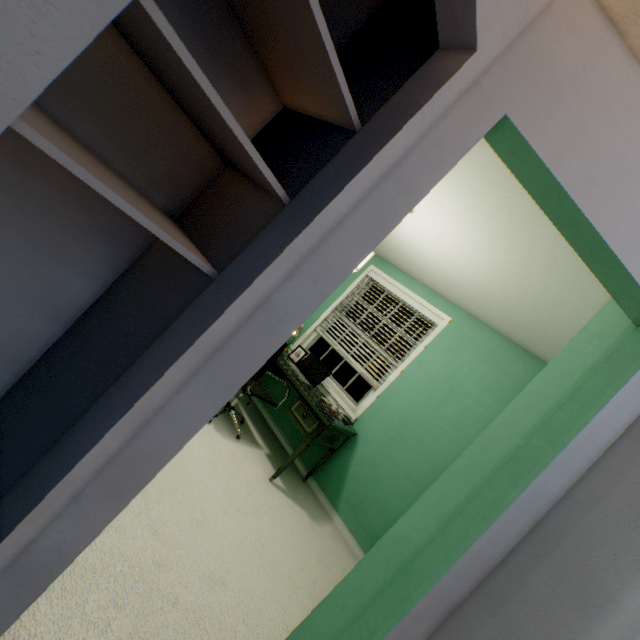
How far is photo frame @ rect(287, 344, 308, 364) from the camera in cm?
383

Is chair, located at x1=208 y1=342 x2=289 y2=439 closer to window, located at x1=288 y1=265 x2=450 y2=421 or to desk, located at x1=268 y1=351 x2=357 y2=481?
desk, located at x1=268 y1=351 x2=357 y2=481

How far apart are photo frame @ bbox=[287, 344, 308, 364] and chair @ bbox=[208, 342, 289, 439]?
0.52m

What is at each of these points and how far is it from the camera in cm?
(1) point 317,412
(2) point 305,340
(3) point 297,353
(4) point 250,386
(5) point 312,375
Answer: (1) desk, 287
(2) window, 425
(3) photo frame, 387
(4) chair, 277
(5) laptop, 355

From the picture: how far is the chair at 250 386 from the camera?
2.8m

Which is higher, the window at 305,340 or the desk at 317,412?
the window at 305,340

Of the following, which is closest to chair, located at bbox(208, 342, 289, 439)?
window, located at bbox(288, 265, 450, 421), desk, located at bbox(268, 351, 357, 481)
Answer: desk, located at bbox(268, 351, 357, 481)

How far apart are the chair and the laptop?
0.3m
